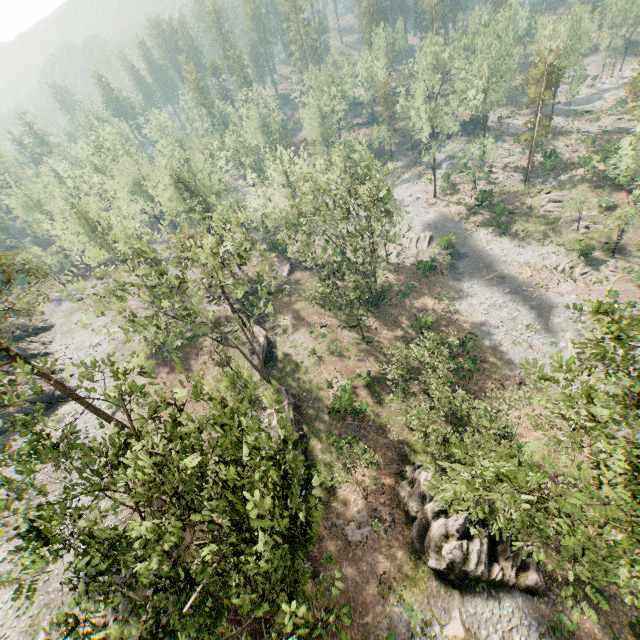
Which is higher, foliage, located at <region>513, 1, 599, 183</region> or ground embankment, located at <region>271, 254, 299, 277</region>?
foliage, located at <region>513, 1, 599, 183</region>

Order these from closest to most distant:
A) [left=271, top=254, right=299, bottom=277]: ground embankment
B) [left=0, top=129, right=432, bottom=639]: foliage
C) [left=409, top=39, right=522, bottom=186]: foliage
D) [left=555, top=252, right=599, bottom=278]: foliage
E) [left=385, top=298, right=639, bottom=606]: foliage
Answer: [left=0, top=129, right=432, bottom=639]: foliage → [left=385, top=298, right=639, bottom=606]: foliage → [left=555, top=252, right=599, bottom=278]: foliage → [left=409, top=39, right=522, bottom=186]: foliage → [left=271, top=254, right=299, bottom=277]: ground embankment

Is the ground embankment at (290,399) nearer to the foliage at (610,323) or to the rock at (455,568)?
the rock at (455,568)

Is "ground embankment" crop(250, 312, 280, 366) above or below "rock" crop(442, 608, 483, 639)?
above

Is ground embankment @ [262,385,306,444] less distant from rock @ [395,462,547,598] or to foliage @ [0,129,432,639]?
rock @ [395,462,547,598]

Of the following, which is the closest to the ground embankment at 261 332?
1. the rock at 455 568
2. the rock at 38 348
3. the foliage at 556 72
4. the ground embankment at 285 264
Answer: the foliage at 556 72

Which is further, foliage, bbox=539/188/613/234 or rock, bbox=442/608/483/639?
foliage, bbox=539/188/613/234

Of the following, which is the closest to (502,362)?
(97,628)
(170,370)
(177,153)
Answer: (97,628)
